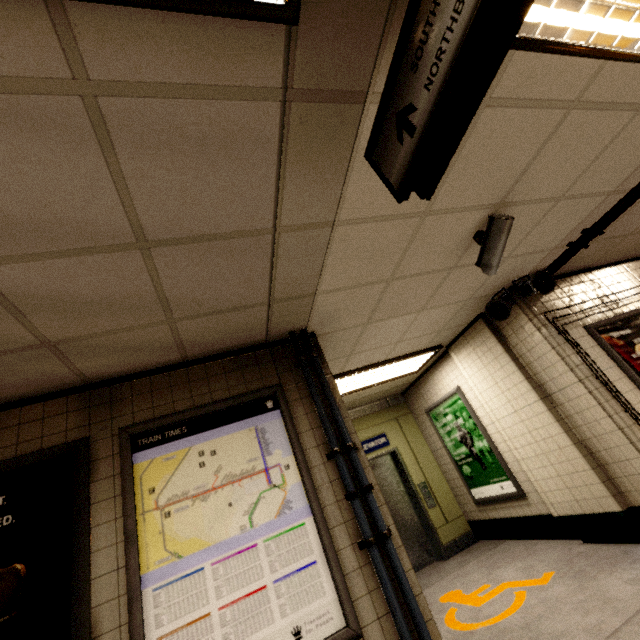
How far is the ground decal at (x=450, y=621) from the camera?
3.2 meters

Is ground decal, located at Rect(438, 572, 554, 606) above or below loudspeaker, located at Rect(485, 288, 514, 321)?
below

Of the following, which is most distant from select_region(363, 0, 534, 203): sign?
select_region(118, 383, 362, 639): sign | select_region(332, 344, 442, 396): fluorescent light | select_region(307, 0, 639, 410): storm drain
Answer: select_region(332, 344, 442, 396): fluorescent light

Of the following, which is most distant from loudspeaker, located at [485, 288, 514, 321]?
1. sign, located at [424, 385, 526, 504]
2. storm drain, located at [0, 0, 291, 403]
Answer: storm drain, located at [0, 0, 291, 403]

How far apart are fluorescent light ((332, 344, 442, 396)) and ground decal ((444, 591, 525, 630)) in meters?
2.9 m

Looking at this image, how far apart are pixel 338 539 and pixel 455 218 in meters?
2.6

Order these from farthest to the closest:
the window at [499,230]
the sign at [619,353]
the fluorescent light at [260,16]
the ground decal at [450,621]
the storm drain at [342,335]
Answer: the sign at [619,353], the ground decal at [450,621], the window at [499,230], the storm drain at [342,335], the fluorescent light at [260,16]

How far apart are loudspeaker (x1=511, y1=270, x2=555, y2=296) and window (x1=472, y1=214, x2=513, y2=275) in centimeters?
130cm
